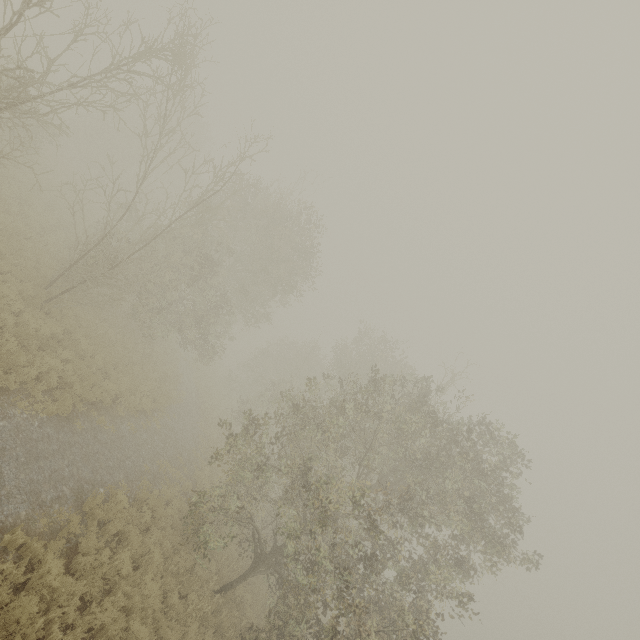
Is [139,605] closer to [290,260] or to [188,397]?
[188,397]
